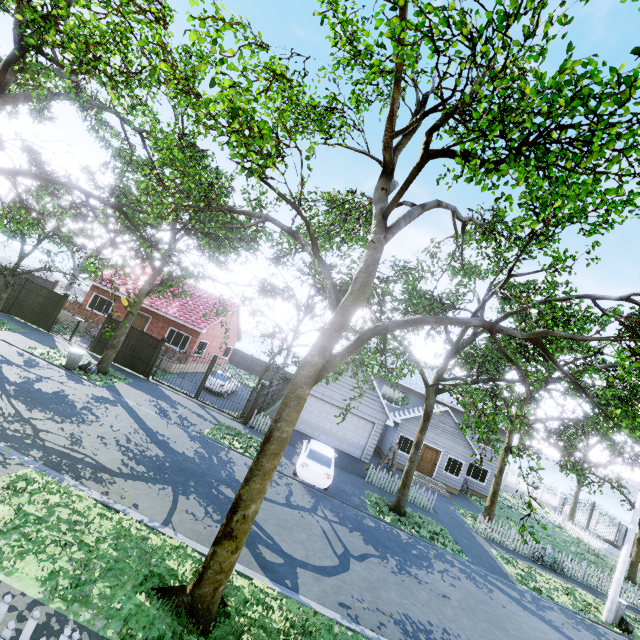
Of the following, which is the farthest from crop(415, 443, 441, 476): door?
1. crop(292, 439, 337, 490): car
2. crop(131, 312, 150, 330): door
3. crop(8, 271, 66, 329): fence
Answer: crop(131, 312, 150, 330): door

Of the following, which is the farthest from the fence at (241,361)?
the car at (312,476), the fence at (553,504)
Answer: the car at (312,476)

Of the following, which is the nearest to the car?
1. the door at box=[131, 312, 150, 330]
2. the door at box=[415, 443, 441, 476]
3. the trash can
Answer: the door at box=[415, 443, 441, 476]

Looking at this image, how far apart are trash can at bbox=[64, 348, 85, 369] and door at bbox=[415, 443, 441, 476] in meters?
23.0 m

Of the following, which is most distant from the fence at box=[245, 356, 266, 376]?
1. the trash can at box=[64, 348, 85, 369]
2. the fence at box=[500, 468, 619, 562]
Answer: the trash can at box=[64, 348, 85, 369]

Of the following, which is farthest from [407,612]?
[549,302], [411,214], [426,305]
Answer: [549,302]

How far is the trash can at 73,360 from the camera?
15.5 meters

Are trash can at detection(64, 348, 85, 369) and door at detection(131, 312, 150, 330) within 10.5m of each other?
yes
